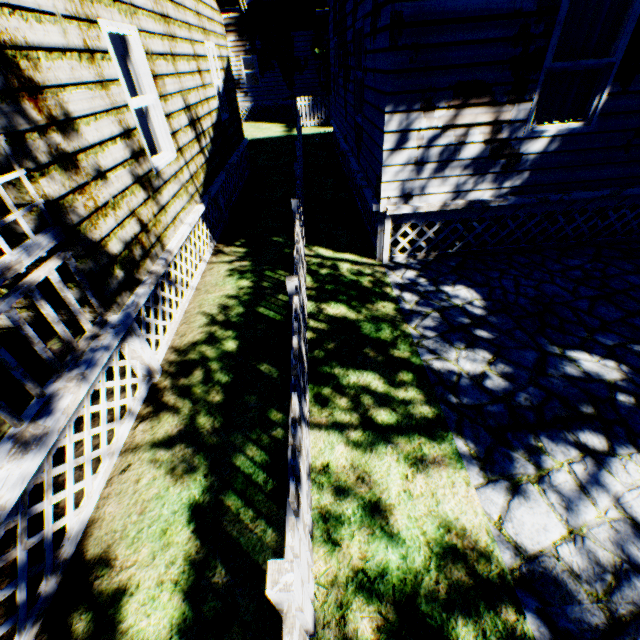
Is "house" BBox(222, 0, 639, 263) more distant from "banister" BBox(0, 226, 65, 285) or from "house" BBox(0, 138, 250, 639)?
"banister" BBox(0, 226, 65, 285)

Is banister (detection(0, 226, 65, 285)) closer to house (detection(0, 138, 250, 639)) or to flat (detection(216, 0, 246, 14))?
house (detection(0, 138, 250, 639))

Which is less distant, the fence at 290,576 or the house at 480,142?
the fence at 290,576

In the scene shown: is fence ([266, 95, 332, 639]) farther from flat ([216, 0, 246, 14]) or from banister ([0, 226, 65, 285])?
flat ([216, 0, 246, 14])

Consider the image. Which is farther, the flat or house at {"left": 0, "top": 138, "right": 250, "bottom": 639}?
the flat

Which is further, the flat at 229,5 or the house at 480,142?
the flat at 229,5

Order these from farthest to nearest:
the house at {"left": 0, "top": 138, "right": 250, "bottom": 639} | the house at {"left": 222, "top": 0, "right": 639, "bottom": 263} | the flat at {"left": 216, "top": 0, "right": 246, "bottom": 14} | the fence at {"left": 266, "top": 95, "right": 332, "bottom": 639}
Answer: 1. the flat at {"left": 216, "top": 0, "right": 246, "bottom": 14}
2. the house at {"left": 222, "top": 0, "right": 639, "bottom": 263}
3. the house at {"left": 0, "top": 138, "right": 250, "bottom": 639}
4. the fence at {"left": 266, "top": 95, "right": 332, "bottom": 639}

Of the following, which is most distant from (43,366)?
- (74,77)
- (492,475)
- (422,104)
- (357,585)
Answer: (422,104)
